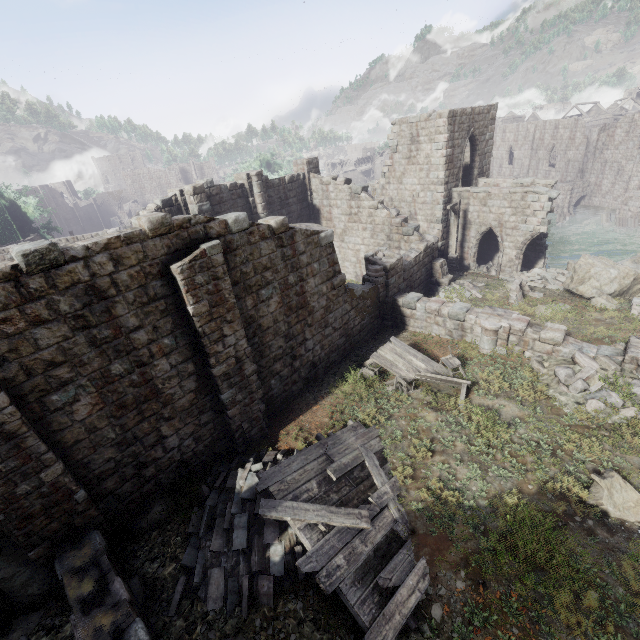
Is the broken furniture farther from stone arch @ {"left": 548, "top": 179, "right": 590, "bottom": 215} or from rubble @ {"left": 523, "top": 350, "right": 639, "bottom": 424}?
stone arch @ {"left": 548, "top": 179, "right": 590, "bottom": 215}

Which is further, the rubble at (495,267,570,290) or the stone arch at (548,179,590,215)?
the stone arch at (548,179,590,215)

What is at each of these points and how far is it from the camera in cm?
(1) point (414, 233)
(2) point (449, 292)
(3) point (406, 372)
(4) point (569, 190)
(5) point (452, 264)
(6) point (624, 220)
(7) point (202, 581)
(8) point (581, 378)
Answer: (1) building, 1886
(2) rubble, 1839
(3) broken furniture, 1239
(4) stone arch, 3888
(5) wooden lamp post, 2225
(6) stone arch, 3266
(7) rubble, 734
(8) rubble, 1031

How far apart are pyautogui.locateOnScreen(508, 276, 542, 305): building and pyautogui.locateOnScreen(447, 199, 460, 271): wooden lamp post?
5.2 meters

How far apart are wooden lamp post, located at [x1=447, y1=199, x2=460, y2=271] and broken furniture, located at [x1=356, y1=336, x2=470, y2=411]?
10.90m

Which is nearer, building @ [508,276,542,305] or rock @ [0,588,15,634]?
rock @ [0,588,15,634]

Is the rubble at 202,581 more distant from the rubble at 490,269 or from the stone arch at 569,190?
the stone arch at 569,190

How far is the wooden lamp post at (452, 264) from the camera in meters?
20.3 m
